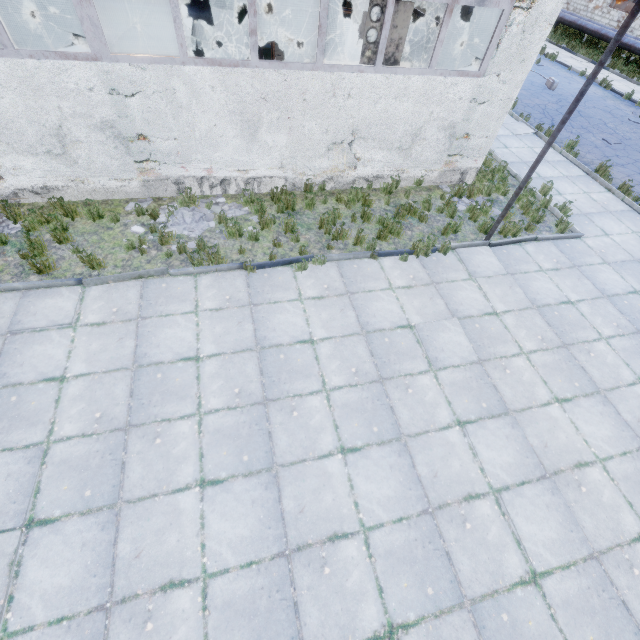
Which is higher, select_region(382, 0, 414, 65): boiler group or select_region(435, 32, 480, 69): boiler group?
select_region(382, 0, 414, 65): boiler group

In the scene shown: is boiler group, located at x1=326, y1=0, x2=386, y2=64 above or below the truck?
above

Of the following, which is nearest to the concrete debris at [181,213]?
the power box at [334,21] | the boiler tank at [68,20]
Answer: the boiler tank at [68,20]

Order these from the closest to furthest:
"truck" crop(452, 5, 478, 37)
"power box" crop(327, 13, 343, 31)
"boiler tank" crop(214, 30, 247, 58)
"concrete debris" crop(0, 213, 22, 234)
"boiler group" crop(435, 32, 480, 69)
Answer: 1. "concrete debris" crop(0, 213, 22, 234)
2. "boiler group" crop(435, 32, 480, 69)
3. "boiler tank" crop(214, 30, 247, 58)
4. "power box" crop(327, 13, 343, 31)
5. "truck" crop(452, 5, 478, 37)

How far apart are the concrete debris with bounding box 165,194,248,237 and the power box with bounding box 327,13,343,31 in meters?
15.4 m

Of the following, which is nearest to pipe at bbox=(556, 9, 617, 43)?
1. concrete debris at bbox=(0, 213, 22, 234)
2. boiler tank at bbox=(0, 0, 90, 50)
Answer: boiler tank at bbox=(0, 0, 90, 50)

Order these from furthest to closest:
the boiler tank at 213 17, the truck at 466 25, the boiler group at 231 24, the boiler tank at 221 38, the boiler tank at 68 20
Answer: the truck at 466 25
the boiler tank at 221 38
the boiler tank at 213 17
the boiler tank at 68 20
the boiler group at 231 24

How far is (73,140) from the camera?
6.6m
